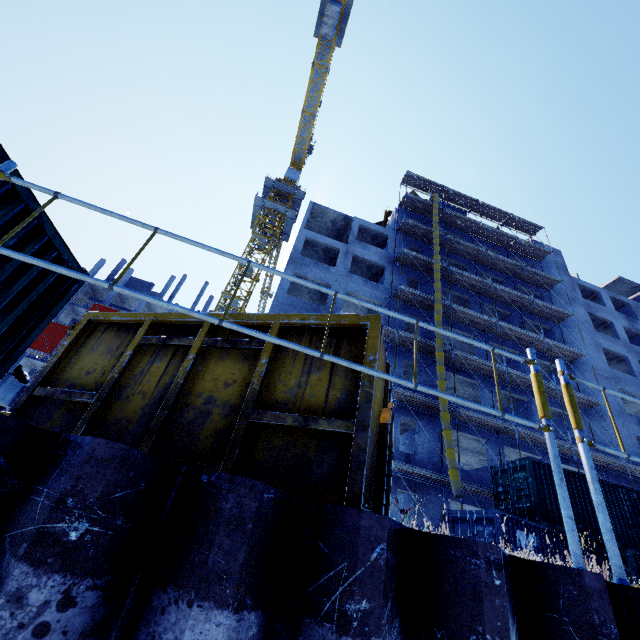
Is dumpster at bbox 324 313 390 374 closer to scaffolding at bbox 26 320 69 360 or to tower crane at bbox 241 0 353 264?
scaffolding at bbox 26 320 69 360

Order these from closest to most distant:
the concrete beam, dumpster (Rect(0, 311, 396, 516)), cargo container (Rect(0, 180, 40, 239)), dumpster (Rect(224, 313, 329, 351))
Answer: dumpster (Rect(0, 311, 396, 516))
dumpster (Rect(224, 313, 329, 351))
cargo container (Rect(0, 180, 40, 239))
the concrete beam

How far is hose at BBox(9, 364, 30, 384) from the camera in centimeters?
514cm

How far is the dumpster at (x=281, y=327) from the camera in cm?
302

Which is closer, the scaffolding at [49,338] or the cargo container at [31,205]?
the cargo container at [31,205]

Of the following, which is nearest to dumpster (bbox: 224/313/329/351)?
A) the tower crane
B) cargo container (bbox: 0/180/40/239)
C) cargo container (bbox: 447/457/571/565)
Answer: cargo container (bbox: 0/180/40/239)

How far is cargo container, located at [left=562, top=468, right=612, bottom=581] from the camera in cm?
1318

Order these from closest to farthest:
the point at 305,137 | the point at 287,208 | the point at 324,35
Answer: the point at 324,35 → the point at 287,208 → the point at 305,137
